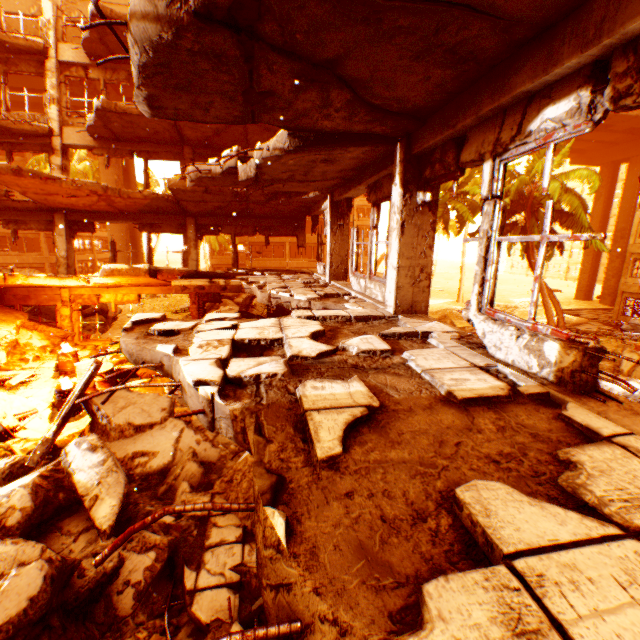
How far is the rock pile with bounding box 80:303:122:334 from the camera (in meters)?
15.70

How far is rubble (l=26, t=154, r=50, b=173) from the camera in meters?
26.0

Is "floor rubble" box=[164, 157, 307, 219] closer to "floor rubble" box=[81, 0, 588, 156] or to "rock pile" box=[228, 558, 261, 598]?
"floor rubble" box=[81, 0, 588, 156]

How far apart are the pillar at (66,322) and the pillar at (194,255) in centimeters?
456cm

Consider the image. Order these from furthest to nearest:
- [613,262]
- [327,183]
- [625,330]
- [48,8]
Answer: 1. [613,262]
2. [625,330]
3. [48,8]
4. [327,183]

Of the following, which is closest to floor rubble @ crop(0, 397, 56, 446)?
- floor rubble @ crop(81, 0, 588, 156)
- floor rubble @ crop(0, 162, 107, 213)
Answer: floor rubble @ crop(0, 162, 107, 213)

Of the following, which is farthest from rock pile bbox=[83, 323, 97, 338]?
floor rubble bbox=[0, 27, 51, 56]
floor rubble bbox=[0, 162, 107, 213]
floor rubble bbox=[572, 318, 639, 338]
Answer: floor rubble bbox=[0, 27, 51, 56]

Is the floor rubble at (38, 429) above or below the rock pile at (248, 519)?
below
